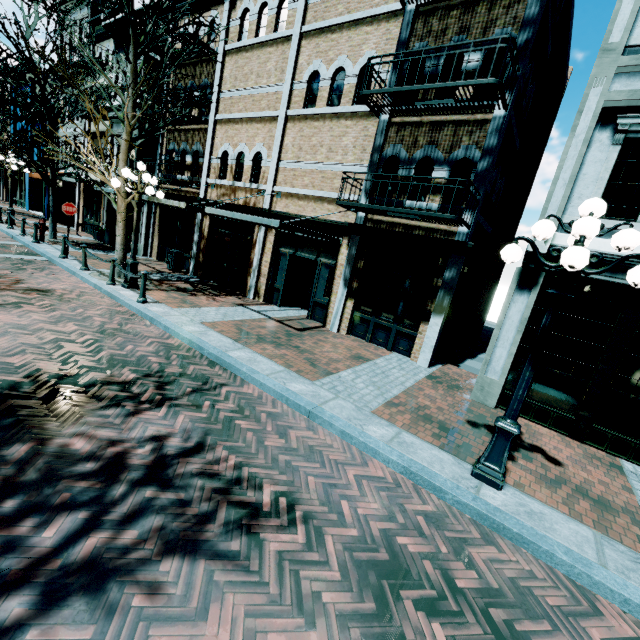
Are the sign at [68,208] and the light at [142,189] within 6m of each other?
yes

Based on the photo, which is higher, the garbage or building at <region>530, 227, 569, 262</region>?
building at <region>530, 227, 569, 262</region>

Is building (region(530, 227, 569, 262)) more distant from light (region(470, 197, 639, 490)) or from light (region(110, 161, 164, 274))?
light (region(110, 161, 164, 274))

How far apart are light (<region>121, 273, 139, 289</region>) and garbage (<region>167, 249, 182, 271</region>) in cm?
443

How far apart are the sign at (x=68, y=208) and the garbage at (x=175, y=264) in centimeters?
347cm

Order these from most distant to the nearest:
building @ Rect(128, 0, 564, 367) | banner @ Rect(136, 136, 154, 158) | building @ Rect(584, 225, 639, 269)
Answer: banner @ Rect(136, 136, 154, 158) → building @ Rect(128, 0, 564, 367) → building @ Rect(584, 225, 639, 269)

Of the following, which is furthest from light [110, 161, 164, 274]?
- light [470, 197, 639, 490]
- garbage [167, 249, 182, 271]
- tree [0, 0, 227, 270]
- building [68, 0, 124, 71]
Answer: light [470, 197, 639, 490]

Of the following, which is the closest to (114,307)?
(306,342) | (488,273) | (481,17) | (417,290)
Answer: (306,342)
